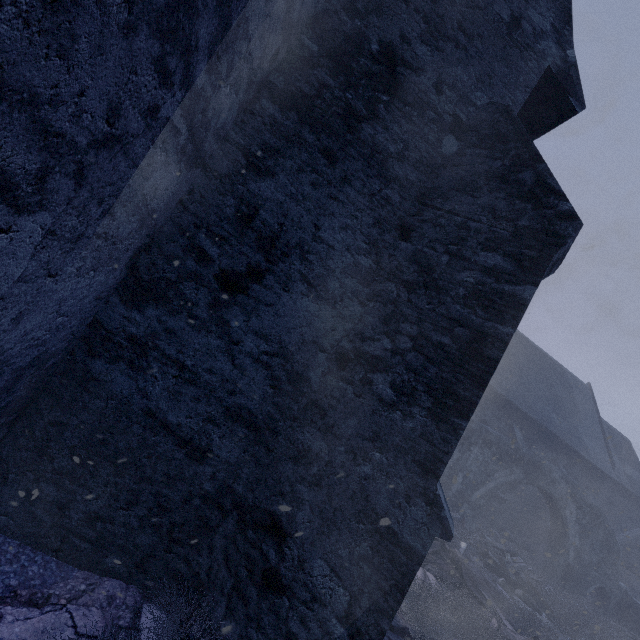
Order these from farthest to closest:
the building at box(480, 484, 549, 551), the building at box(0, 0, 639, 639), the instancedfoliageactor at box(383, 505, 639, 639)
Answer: the building at box(480, 484, 549, 551), the instancedfoliageactor at box(383, 505, 639, 639), the building at box(0, 0, 639, 639)

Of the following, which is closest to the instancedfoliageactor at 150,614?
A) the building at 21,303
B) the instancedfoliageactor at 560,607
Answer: the building at 21,303

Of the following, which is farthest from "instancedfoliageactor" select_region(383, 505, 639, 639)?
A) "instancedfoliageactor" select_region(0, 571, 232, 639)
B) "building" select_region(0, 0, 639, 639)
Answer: "instancedfoliageactor" select_region(0, 571, 232, 639)

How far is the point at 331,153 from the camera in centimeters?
331cm

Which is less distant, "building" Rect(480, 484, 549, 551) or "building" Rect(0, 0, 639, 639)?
"building" Rect(0, 0, 639, 639)

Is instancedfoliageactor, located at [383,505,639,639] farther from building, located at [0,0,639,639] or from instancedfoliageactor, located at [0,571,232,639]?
instancedfoliageactor, located at [0,571,232,639]

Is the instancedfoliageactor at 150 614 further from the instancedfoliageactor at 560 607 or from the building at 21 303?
the instancedfoliageactor at 560 607
